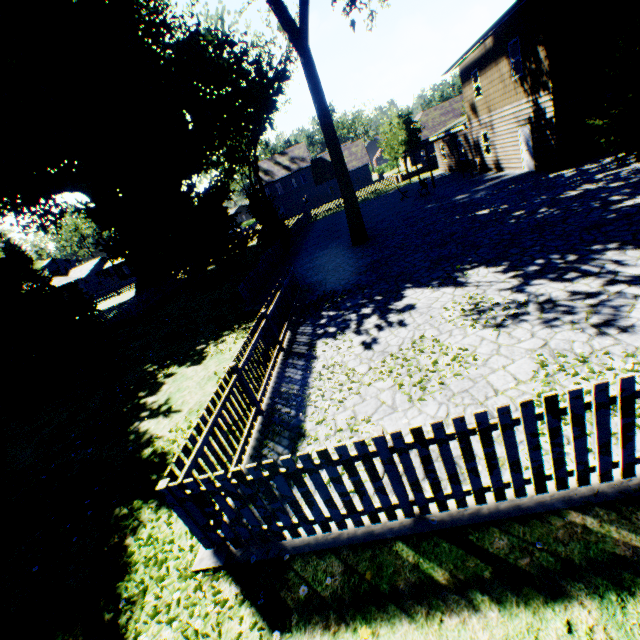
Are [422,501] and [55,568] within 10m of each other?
yes

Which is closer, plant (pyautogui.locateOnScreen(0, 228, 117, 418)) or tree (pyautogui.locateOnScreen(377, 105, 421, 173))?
plant (pyautogui.locateOnScreen(0, 228, 117, 418))

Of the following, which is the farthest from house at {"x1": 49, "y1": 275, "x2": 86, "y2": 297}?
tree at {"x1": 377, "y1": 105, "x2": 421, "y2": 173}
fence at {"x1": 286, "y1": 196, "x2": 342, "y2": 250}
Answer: tree at {"x1": 377, "y1": 105, "x2": 421, "y2": 173}

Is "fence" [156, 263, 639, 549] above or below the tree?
below

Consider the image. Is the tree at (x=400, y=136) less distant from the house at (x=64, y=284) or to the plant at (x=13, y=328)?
the plant at (x=13, y=328)

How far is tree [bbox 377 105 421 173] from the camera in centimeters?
3675cm

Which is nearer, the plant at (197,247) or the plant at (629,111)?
the plant at (629,111)

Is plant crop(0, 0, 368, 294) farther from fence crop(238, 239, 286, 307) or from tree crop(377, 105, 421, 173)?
tree crop(377, 105, 421, 173)
